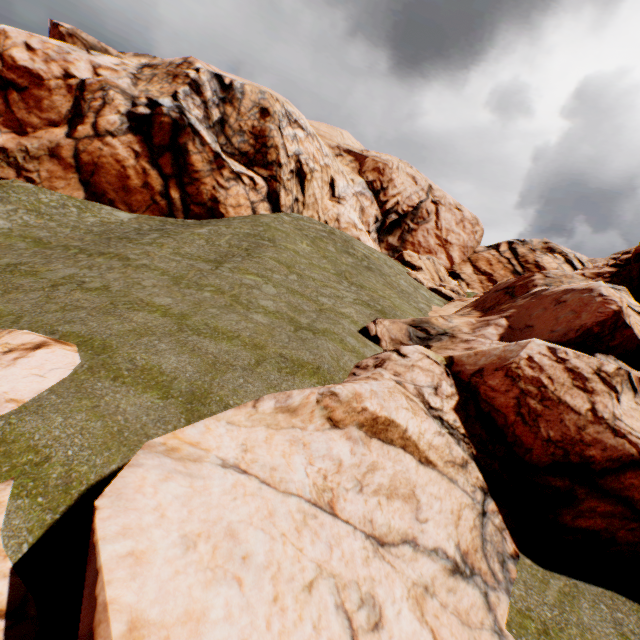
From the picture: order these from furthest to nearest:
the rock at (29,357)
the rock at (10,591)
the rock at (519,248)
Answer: the rock at (29,357), the rock at (519,248), the rock at (10,591)

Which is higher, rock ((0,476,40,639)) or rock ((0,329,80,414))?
rock ((0,329,80,414))

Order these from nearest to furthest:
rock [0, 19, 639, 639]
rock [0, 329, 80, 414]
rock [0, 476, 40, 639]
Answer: rock [0, 476, 40, 639] → rock [0, 19, 639, 639] → rock [0, 329, 80, 414]

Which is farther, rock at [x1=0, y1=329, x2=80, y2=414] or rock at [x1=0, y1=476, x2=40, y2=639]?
rock at [x1=0, y1=329, x2=80, y2=414]

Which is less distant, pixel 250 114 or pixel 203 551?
pixel 203 551

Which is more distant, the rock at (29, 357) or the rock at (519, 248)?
the rock at (29, 357)
